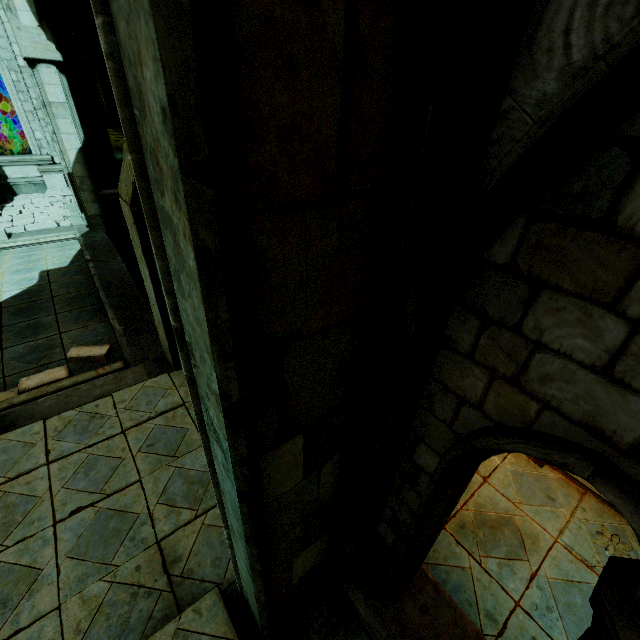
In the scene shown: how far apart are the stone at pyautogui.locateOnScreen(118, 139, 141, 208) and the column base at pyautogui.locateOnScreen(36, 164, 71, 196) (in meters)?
14.03

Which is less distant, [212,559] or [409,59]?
[409,59]

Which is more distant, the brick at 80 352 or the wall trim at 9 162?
the wall trim at 9 162

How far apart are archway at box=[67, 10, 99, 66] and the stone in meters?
14.2

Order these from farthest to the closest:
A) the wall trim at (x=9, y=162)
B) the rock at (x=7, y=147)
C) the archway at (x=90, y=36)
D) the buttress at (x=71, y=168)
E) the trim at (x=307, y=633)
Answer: the rock at (x=7, y=147) < the wall trim at (x=9, y=162) < the archway at (x=90, y=36) < the buttress at (x=71, y=168) < the trim at (x=307, y=633)

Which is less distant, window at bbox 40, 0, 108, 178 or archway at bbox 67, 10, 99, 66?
window at bbox 40, 0, 108, 178

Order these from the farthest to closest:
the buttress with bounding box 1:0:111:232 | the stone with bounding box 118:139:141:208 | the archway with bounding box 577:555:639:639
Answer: the buttress with bounding box 1:0:111:232 < the stone with bounding box 118:139:141:208 < the archway with bounding box 577:555:639:639

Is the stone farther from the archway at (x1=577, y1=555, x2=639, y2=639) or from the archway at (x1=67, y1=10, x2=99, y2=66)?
the archway at (x1=67, y1=10, x2=99, y2=66)
